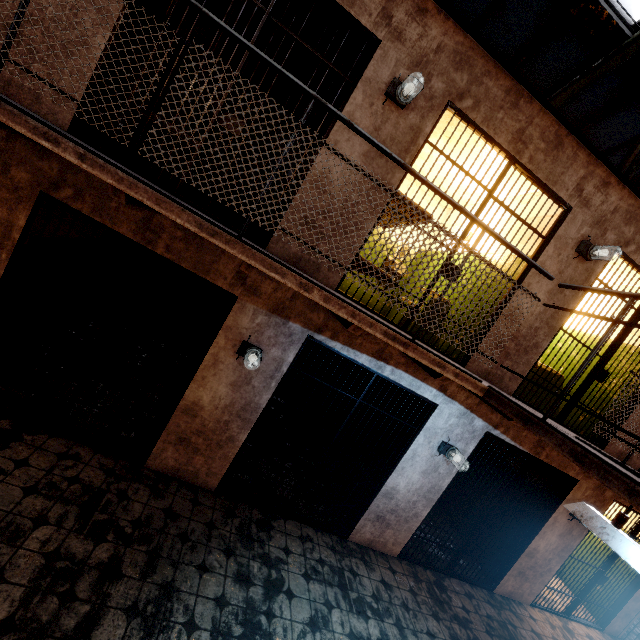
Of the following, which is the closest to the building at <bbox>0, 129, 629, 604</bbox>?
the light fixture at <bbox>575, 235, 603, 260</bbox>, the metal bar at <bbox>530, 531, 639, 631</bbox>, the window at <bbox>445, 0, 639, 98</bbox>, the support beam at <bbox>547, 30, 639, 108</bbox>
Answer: the metal bar at <bbox>530, 531, 639, 631</bbox>

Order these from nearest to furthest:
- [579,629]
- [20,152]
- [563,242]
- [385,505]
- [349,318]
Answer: [349,318]
[20,152]
[563,242]
[385,505]
[579,629]

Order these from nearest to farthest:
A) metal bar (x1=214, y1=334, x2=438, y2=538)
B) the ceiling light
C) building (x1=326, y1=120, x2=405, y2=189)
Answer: the ceiling light, building (x1=326, y1=120, x2=405, y2=189), metal bar (x1=214, y1=334, x2=438, y2=538)

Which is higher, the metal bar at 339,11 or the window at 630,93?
the window at 630,93

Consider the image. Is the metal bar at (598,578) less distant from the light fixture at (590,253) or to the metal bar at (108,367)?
the light fixture at (590,253)

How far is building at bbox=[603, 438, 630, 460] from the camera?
5.05m

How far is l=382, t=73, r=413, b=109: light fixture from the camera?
3.3m
